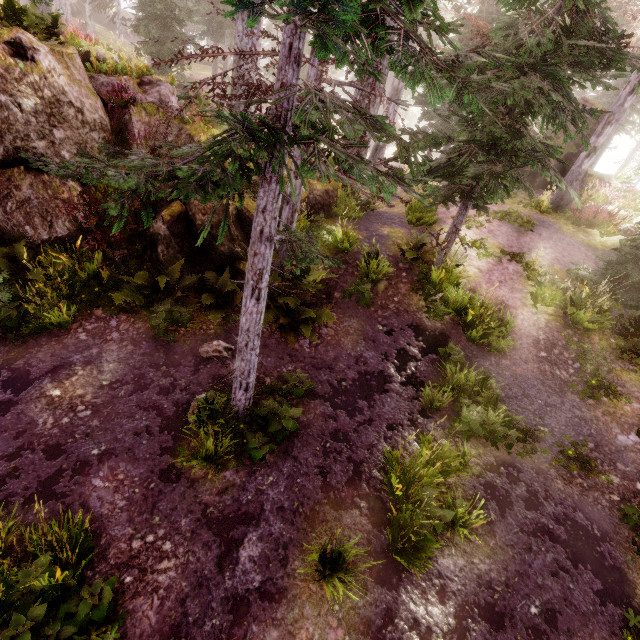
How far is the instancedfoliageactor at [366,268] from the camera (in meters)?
9.04

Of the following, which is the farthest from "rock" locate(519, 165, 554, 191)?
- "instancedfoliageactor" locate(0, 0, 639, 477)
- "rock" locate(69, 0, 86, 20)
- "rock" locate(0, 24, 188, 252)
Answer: "rock" locate(69, 0, 86, 20)

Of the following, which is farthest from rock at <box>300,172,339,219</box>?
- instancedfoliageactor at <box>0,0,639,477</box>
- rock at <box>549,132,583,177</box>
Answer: rock at <box>549,132,583,177</box>

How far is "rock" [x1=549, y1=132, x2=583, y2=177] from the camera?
16.42m

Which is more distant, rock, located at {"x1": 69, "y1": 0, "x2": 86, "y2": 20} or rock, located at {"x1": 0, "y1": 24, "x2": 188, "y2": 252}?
rock, located at {"x1": 69, "y1": 0, "x2": 86, "y2": 20}

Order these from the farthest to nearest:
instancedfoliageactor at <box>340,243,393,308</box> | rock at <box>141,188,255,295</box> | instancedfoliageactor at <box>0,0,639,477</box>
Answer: instancedfoliageactor at <box>340,243,393,308</box>
rock at <box>141,188,255,295</box>
instancedfoliageactor at <box>0,0,639,477</box>

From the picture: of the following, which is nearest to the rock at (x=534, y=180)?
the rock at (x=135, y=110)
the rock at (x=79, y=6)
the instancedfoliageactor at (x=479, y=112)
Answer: the instancedfoliageactor at (x=479, y=112)

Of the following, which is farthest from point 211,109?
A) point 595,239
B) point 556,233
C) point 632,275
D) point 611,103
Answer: point 611,103
